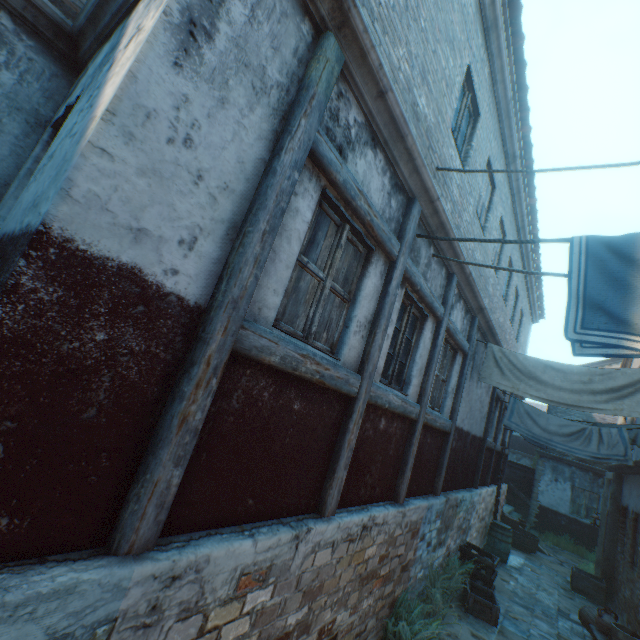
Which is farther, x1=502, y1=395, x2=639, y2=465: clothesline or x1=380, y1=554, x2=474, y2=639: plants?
x1=502, y1=395, x2=639, y2=465: clothesline

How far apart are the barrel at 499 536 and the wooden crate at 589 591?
1.72m

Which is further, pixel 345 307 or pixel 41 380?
pixel 345 307

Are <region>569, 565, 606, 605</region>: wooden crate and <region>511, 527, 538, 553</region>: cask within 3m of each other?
yes

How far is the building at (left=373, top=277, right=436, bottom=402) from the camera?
4.1m

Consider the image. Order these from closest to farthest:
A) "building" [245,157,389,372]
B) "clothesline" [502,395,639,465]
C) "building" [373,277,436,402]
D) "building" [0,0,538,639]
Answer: "building" [0,0,538,639], "building" [245,157,389,372], "building" [373,277,436,402], "clothesline" [502,395,639,465]

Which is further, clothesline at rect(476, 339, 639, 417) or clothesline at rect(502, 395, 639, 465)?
clothesline at rect(502, 395, 639, 465)

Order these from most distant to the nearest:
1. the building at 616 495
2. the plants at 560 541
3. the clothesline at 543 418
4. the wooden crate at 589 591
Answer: the plants at 560 541, the wooden crate at 589 591, the building at 616 495, the clothesline at 543 418
